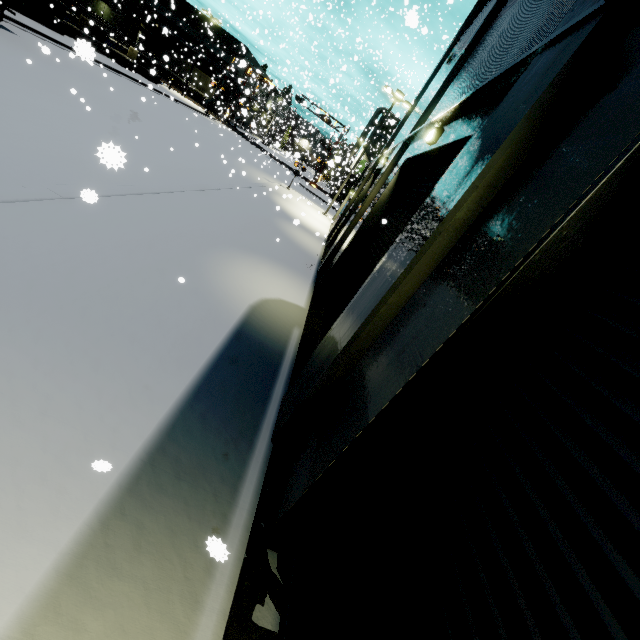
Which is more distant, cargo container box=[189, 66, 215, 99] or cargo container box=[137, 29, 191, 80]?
cargo container box=[189, 66, 215, 99]

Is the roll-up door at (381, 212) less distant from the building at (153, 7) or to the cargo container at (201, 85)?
the building at (153, 7)

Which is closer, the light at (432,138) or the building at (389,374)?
the building at (389,374)

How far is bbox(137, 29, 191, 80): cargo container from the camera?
46.44m

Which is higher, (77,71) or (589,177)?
(589,177)

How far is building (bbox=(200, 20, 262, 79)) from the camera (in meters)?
33.12

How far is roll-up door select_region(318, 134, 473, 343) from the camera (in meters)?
6.18

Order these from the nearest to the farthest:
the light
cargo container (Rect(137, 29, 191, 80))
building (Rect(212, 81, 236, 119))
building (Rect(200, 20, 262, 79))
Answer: the light < building (Rect(200, 20, 262, 79)) < building (Rect(212, 81, 236, 119)) < cargo container (Rect(137, 29, 191, 80))
